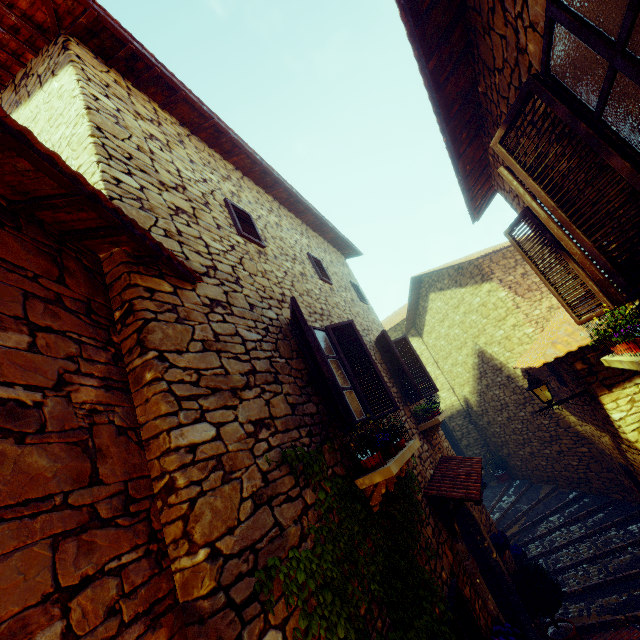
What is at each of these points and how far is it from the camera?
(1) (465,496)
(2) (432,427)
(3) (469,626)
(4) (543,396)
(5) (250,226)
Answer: (1) door eaves, 4.7m
(2) window sill, 6.7m
(3) window, 3.8m
(4) street light, 5.8m
(5) window, 5.0m

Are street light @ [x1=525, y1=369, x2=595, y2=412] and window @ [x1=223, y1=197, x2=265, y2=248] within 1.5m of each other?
no

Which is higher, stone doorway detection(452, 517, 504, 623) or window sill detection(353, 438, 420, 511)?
window sill detection(353, 438, 420, 511)

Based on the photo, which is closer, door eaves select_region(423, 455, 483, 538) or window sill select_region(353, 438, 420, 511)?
window sill select_region(353, 438, 420, 511)

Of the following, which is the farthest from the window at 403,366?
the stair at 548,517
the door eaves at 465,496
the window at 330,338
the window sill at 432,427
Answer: the stair at 548,517

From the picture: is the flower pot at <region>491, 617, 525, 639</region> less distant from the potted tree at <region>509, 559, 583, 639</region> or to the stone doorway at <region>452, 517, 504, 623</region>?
the stone doorway at <region>452, 517, 504, 623</region>

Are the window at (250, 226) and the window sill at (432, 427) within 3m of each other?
no

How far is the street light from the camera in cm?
560
